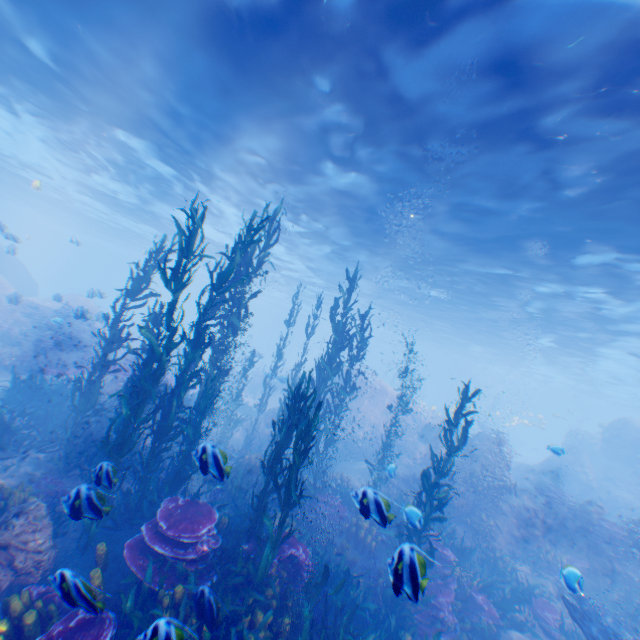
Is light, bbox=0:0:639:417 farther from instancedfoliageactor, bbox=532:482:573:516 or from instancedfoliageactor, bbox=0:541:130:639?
instancedfoliageactor, bbox=532:482:573:516

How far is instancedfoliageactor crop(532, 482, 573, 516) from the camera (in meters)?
12.86

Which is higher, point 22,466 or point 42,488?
point 42,488

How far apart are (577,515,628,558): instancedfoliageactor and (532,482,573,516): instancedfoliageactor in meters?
0.5

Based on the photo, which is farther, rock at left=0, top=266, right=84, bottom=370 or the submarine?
the submarine

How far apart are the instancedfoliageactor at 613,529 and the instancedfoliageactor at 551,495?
0.5m

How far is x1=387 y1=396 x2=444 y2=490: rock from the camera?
15.09m

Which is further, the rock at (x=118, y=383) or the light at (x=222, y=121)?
the rock at (x=118, y=383)
